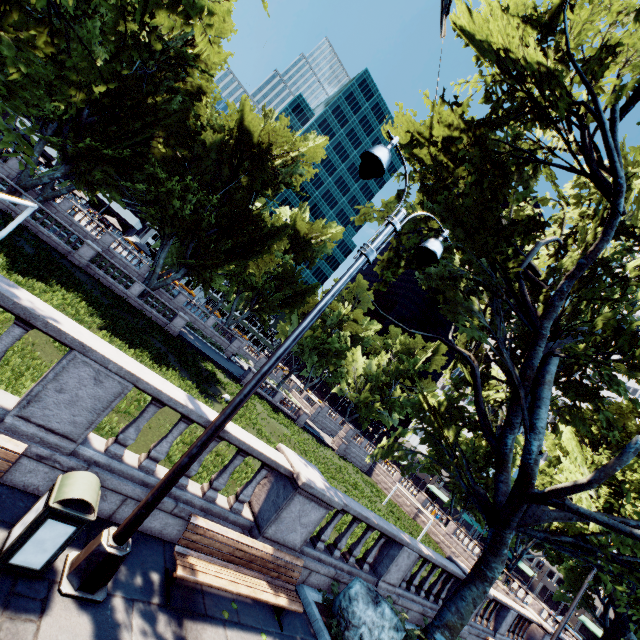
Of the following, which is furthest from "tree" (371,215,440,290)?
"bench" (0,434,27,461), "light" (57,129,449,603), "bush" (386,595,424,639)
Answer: "light" (57,129,449,603)

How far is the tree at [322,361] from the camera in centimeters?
5009cm

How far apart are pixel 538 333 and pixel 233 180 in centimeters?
2955cm

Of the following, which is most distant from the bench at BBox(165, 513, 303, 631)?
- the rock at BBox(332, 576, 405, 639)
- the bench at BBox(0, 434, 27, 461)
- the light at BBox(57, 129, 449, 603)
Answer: the bench at BBox(0, 434, 27, 461)

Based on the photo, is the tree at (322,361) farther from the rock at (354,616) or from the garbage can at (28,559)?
the garbage can at (28,559)

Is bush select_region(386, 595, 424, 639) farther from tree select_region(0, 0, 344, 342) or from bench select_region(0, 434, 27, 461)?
bench select_region(0, 434, 27, 461)

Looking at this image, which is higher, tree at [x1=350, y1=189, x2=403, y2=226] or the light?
tree at [x1=350, y1=189, x2=403, y2=226]

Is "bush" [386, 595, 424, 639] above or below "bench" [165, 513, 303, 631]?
above
